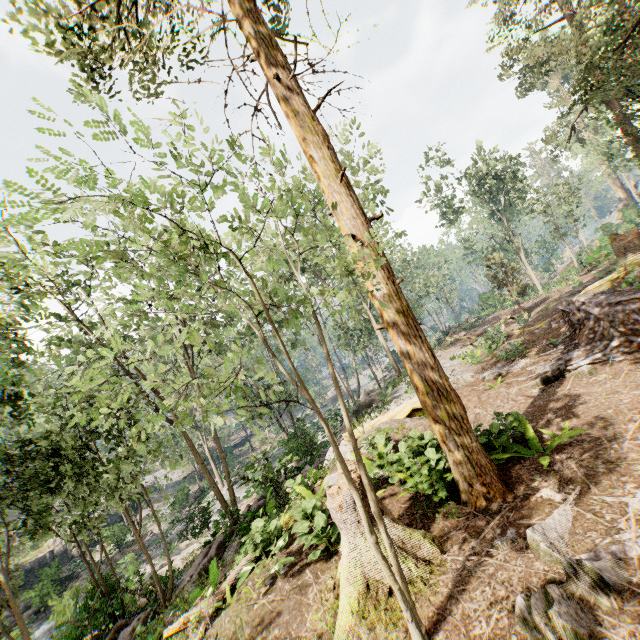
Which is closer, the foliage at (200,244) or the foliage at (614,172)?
the foliage at (200,244)

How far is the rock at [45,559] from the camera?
24.55m

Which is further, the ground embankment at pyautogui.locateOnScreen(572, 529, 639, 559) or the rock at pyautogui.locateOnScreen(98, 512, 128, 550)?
the rock at pyautogui.locateOnScreen(98, 512, 128, 550)

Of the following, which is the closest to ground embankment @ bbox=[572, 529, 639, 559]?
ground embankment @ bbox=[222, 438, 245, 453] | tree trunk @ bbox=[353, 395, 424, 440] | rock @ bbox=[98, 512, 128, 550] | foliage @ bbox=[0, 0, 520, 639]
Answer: foliage @ bbox=[0, 0, 520, 639]

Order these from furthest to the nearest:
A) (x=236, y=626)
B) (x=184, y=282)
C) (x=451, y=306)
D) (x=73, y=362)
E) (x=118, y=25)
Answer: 1. (x=451, y=306)
2. (x=184, y=282)
3. (x=73, y=362)
4. (x=118, y=25)
5. (x=236, y=626)

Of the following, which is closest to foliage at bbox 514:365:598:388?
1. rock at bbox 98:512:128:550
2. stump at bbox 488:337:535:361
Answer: rock at bbox 98:512:128:550

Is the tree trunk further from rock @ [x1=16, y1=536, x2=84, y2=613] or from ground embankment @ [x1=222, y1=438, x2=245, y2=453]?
ground embankment @ [x1=222, y1=438, x2=245, y2=453]
